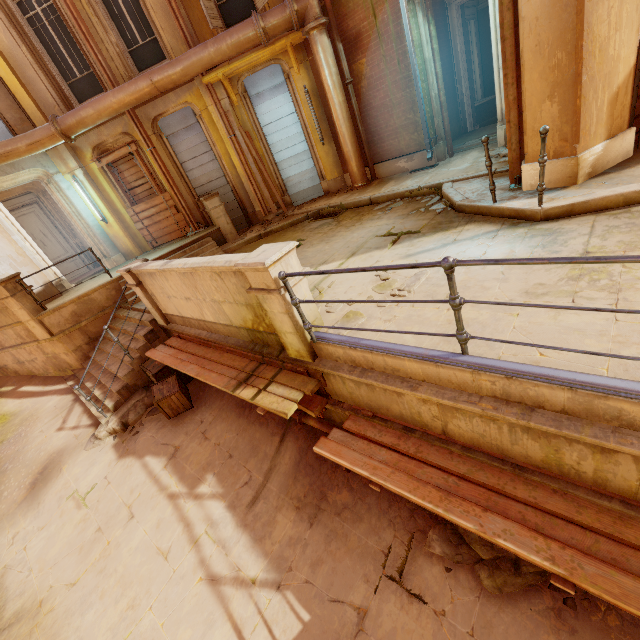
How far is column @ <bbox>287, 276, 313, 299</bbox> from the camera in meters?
3.7 m

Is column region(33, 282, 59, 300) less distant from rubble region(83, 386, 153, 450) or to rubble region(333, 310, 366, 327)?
rubble region(83, 386, 153, 450)

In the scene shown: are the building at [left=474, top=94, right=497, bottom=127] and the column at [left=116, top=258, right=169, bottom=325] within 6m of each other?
no

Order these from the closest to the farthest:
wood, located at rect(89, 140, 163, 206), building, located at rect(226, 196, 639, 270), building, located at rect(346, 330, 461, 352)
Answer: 1. building, located at rect(346, 330, 461, 352)
2. building, located at rect(226, 196, 639, 270)
3. wood, located at rect(89, 140, 163, 206)

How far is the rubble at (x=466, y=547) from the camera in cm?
331

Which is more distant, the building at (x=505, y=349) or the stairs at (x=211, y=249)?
the stairs at (x=211, y=249)

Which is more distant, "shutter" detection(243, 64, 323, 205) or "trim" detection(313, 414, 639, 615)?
"shutter" detection(243, 64, 323, 205)

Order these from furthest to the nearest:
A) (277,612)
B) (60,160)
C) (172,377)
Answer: (60,160), (172,377), (277,612)
